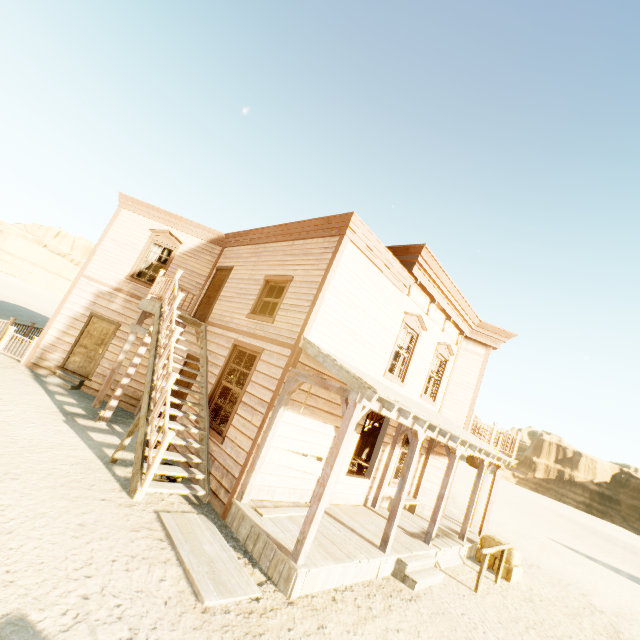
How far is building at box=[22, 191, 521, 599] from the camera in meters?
6.1 m

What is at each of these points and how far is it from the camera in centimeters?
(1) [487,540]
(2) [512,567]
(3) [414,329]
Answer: (1) hay bale, 1018cm
(2) hay bale, 950cm
(3) widow, 1022cm

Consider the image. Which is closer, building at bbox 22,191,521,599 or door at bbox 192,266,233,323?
building at bbox 22,191,521,599

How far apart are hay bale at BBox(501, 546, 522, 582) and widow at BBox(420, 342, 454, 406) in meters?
4.2 m

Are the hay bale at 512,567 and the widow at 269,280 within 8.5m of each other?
no

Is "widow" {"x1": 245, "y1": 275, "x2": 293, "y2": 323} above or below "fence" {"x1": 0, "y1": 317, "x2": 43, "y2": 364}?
above

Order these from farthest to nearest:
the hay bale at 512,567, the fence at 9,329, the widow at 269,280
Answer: the fence at 9,329, the hay bale at 512,567, the widow at 269,280

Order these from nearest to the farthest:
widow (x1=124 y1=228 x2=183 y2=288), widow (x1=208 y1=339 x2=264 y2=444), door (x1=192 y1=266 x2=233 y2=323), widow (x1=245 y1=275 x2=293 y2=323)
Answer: widow (x1=208 y1=339 x2=264 y2=444), widow (x1=245 y1=275 x2=293 y2=323), door (x1=192 y1=266 x2=233 y2=323), widow (x1=124 y1=228 x2=183 y2=288)
